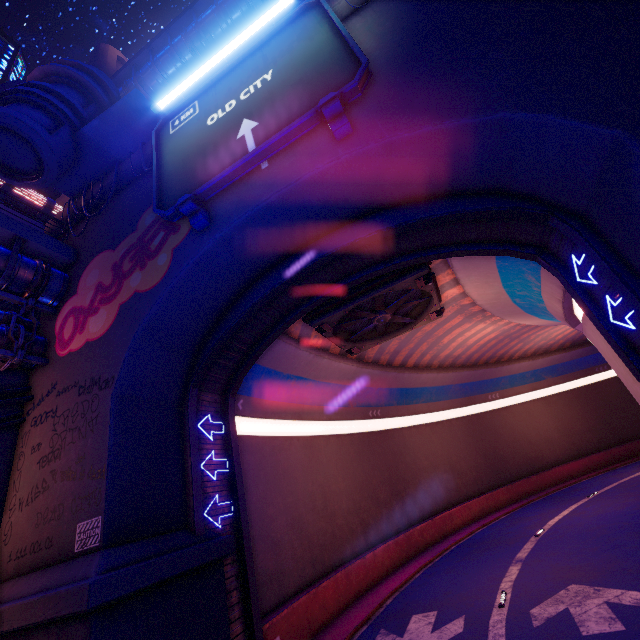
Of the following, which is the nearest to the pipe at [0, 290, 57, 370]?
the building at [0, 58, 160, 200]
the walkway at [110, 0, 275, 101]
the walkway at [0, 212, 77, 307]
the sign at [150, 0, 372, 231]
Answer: the walkway at [0, 212, 77, 307]

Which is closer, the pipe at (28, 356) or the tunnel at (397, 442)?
the tunnel at (397, 442)

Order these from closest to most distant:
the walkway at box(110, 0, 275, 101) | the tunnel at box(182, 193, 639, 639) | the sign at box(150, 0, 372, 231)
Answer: the sign at box(150, 0, 372, 231) < the tunnel at box(182, 193, 639, 639) < the walkway at box(110, 0, 275, 101)

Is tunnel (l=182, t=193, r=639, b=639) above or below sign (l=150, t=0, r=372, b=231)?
below

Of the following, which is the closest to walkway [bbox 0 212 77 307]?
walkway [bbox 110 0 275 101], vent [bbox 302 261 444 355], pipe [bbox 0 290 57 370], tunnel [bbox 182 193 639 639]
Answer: pipe [bbox 0 290 57 370]

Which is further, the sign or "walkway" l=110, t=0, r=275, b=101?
"walkway" l=110, t=0, r=275, b=101

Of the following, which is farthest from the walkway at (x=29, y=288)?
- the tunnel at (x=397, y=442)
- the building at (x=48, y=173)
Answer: the tunnel at (x=397, y=442)

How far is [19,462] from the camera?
10.1 meters
